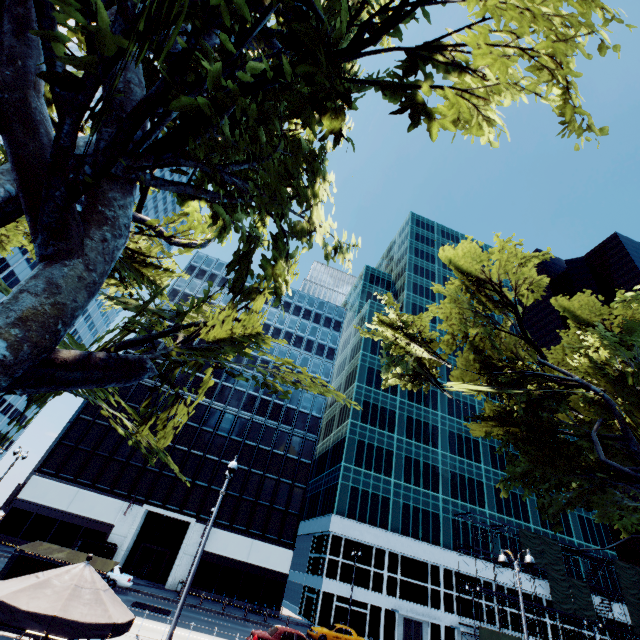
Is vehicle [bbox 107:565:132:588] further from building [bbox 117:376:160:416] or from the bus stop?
building [bbox 117:376:160:416]

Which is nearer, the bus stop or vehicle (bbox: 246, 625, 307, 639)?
the bus stop

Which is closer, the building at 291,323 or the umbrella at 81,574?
the umbrella at 81,574

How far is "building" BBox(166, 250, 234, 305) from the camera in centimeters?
5278cm

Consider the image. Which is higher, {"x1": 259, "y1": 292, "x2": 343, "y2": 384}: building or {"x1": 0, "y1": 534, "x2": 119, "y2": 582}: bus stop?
{"x1": 259, "y1": 292, "x2": 343, "y2": 384}: building

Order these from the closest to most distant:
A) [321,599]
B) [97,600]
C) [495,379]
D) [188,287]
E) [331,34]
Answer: [97,600], [331,34], [495,379], [321,599], [188,287]

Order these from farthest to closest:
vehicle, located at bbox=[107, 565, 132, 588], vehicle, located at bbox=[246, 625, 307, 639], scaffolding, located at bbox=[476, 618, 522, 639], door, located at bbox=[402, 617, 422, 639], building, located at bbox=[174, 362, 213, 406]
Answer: building, located at bbox=[174, 362, 213, 406] < door, located at bbox=[402, 617, 422, 639] < scaffolding, located at bbox=[476, 618, 522, 639] < vehicle, located at bbox=[107, 565, 132, 588] < vehicle, located at bbox=[246, 625, 307, 639]

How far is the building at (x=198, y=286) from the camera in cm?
5278
